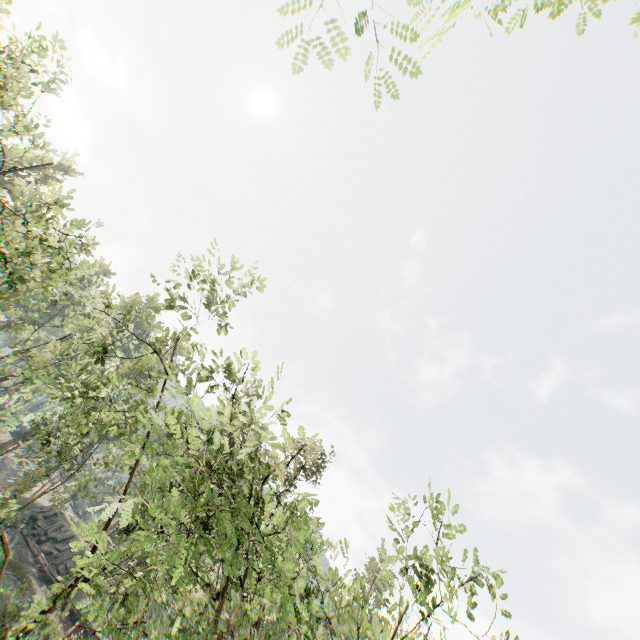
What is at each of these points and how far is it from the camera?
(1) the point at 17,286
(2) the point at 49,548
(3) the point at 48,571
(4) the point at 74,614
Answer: (1) foliage, 22.88m
(2) rock, 38.56m
(3) ground embankment, 35.72m
(4) ground embankment, 34.19m

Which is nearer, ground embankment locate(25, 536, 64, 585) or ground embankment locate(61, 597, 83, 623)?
ground embankment locate(61, 597, 83, 623)

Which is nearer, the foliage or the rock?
the foliage

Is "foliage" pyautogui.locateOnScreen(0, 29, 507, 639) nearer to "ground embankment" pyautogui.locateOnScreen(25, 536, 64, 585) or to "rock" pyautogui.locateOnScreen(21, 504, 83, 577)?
"rock" pyautogui.locateOnScreen(21, 504, 83, 577)

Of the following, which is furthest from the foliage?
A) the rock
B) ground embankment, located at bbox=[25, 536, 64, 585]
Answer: ground embankment, located at bbox=[25, 536, 64, 585]

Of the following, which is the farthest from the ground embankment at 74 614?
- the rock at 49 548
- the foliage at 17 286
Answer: the foliage at 17 286

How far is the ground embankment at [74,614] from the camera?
34.0m
